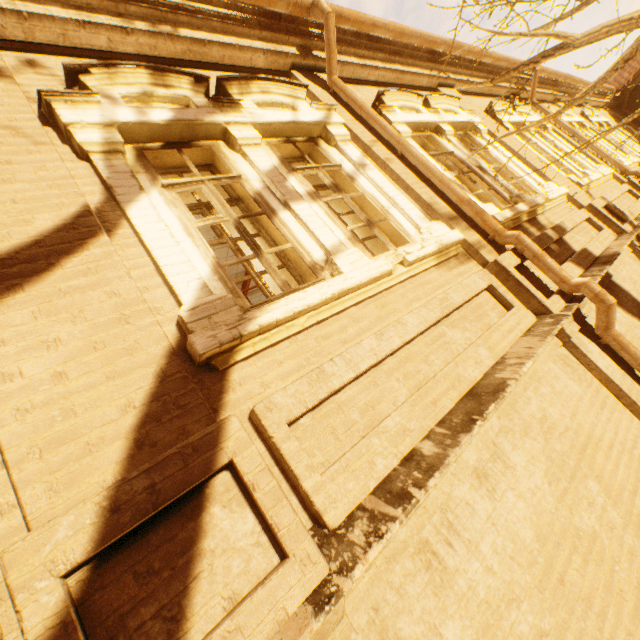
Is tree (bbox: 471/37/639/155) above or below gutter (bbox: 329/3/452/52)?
below

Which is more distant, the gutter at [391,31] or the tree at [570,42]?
the gutter at [391,31]

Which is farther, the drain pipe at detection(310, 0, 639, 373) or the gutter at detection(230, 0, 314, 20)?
the gutter at detection(230, 0, 314, 20)

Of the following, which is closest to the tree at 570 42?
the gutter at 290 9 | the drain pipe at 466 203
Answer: the drain pipe at 466 203

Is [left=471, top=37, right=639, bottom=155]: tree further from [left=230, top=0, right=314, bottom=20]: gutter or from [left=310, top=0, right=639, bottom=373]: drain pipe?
[left=230, top=0, right=314, bottom=20]: gutter

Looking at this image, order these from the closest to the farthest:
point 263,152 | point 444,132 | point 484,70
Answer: point 263,152 < point 444,132 < point 484,70

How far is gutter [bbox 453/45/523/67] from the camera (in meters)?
6.94

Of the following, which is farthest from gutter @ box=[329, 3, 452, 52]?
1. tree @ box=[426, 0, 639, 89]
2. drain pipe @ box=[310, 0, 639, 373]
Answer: tree @ box=[426, 0, 639, 89]
